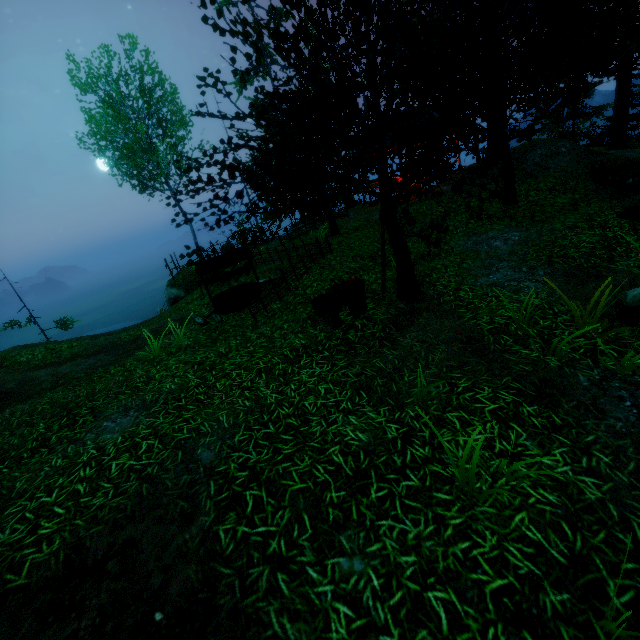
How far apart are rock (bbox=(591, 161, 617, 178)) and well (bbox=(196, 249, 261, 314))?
11.9m

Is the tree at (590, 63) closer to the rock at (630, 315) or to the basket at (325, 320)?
the basket at (325, 320)

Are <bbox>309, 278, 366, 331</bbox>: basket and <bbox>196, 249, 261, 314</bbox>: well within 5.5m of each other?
yes

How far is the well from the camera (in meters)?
9.60

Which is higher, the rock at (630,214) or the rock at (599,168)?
the rock at (599,168)

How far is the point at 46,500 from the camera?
3.6 meters

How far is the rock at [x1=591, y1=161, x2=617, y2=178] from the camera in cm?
1072

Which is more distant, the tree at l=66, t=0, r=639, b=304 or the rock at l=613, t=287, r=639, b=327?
the rock at l=613, t=287, r=639, b=327
